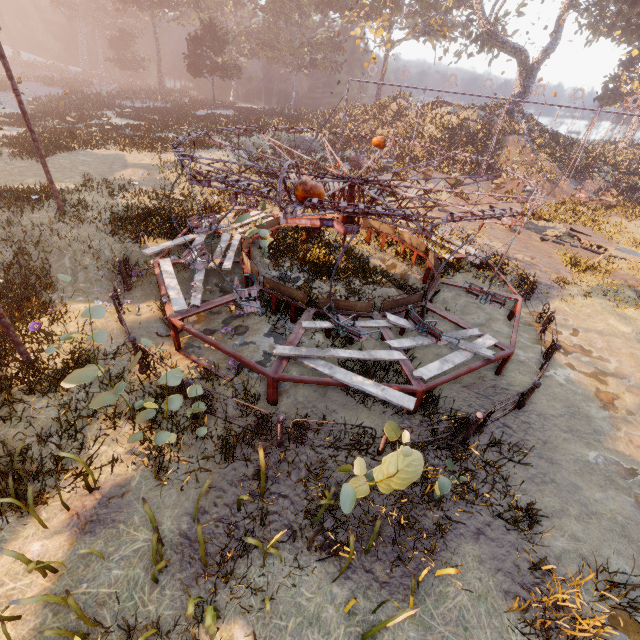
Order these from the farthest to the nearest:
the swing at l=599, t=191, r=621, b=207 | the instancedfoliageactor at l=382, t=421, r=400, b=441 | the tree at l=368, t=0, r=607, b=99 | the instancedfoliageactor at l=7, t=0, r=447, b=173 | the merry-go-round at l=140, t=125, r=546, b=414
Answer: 1. the tree at l=368, t=0, r=607, b=99
2. the swing at l=599, t=191, r=621, b=207
3. the instancedfoliageactor at l=7, t=0, r=447, b=173
4. the merry-go-round at l=140, t=125, r=546, b=414
5. the instancedfoliageactor at l=382, t=421, r=400, b=441

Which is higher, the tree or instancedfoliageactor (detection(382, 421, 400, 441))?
the tree

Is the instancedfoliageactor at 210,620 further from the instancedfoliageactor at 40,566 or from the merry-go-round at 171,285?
the instancedfoliageactor at 40,566

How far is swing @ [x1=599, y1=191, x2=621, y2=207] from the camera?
24.8 meters

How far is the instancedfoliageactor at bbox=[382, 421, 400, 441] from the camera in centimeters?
342cm

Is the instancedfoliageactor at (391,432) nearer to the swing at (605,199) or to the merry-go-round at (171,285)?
the merry-go-round at (171,285)

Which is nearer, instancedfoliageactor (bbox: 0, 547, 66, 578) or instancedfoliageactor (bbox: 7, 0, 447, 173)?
instancedfoliageactor (bbox: 0, 547, 66, 578)

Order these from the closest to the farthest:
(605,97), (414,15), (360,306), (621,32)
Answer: (360,306) → (621,32) → (414,15) → (605,97)
